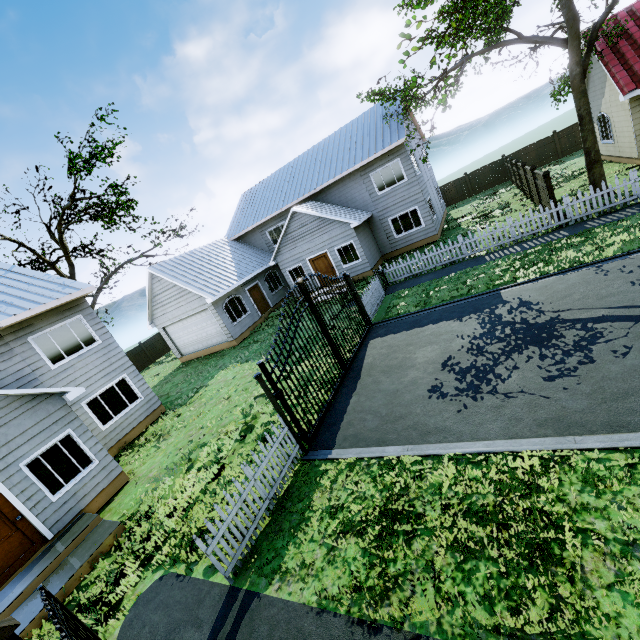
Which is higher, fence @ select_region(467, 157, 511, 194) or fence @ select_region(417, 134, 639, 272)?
fence @ select_region(467, 157, 511, 194)

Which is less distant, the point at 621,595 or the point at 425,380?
the point at 621,595

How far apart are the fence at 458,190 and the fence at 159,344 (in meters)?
28.95

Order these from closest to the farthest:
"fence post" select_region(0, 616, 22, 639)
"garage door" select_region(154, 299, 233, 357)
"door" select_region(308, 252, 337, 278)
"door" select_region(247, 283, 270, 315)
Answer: "fence post" select_region(0, 616, 22, 639), "garage door" select_region(154, 299, 233, 357), "door" select_region(308, 252, 337, 278), "door" select_region(247, 283, 270, 315)

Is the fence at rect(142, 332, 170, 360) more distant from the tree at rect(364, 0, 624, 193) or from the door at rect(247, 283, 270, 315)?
the tree at rect(364, 0, 624, 193)

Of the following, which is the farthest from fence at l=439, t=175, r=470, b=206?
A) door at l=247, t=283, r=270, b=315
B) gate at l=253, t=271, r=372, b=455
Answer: gate at l=253, t=271, r=372, b=455

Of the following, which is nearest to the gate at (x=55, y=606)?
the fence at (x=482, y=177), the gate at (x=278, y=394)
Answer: the gate at (x=278, y=394)

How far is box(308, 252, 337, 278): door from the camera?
20.7m
